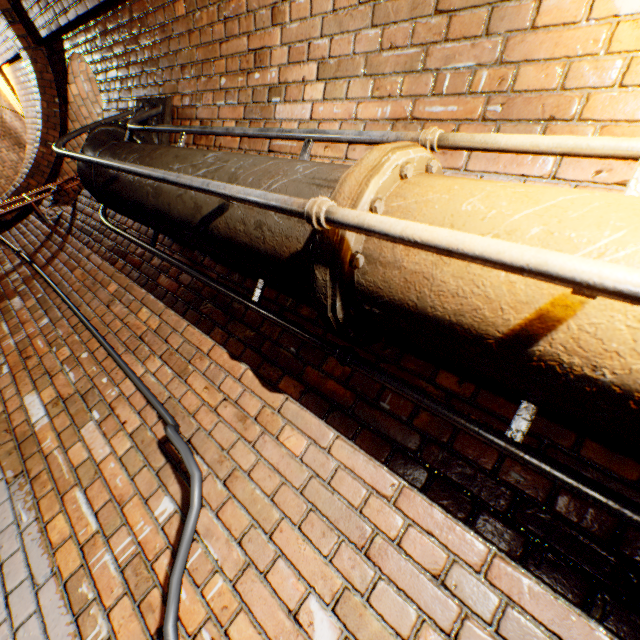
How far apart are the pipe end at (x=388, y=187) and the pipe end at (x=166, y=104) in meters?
2.6

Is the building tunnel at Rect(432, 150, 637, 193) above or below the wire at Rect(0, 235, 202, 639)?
above

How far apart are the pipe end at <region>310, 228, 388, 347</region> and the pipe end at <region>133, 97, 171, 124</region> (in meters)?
2.61

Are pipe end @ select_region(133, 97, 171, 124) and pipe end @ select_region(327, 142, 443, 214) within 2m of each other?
no

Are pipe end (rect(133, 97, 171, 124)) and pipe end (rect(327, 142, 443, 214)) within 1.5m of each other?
no

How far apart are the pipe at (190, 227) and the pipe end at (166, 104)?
0.01m

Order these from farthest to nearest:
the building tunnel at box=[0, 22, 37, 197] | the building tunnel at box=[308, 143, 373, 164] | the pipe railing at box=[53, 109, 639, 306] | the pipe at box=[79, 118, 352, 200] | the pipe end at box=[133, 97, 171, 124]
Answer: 1. the building tunnel at box=[0, 22, 37, 197]
2. the pipe end at box=[133, 97, 171, 124]
3. the building tunnel at box=[308, 143, 373, 164]
4. the pipe at box=[79, 118, 352, 200]
5. the pipe railing at box=[53, 109, 639, 306]

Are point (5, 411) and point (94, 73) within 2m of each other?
no
